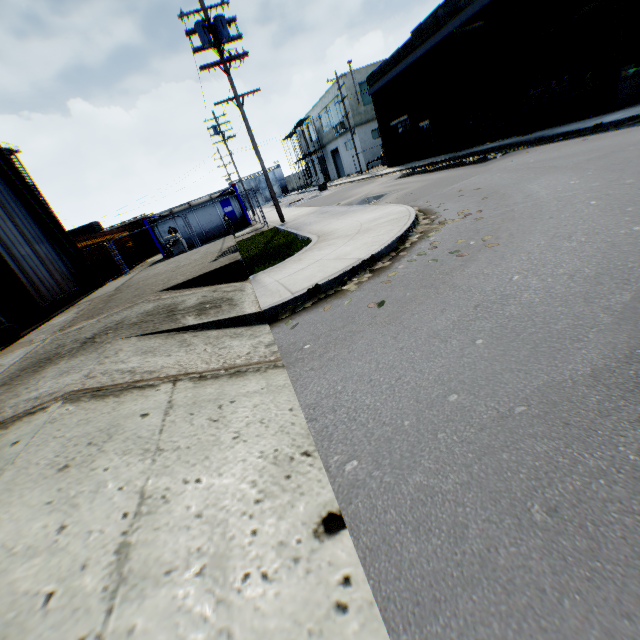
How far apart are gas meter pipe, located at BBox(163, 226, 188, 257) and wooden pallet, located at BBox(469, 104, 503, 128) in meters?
18.6

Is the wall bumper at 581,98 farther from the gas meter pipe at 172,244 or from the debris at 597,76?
the gas meter pipe at 172,244

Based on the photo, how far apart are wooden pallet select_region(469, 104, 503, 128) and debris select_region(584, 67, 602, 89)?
4.4 meters

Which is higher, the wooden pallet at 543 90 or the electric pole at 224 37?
the electric pole at 224 37

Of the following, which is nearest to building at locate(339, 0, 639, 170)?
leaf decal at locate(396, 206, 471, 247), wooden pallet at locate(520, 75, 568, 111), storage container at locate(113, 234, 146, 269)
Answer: wooden pallet at locate(520, 75, 568, 111)

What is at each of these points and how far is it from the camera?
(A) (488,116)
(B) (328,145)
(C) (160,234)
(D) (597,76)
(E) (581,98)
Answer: (A) wooden pallet, 18.28m
(B) building, 46.28m
(C) tank container, 22.86m
(D) debris, 13.80m
(E) wall bumper, 13.22m

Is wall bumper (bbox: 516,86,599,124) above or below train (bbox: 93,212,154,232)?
below

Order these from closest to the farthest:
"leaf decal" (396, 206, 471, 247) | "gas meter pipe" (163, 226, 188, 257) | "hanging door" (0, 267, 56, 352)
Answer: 1. "leaf decal" (396, 206, 471, 247)
2. "hanging door" (0, 267, 56, 352)
3. "gas meter pipe" (163, 226, 188, 257)
